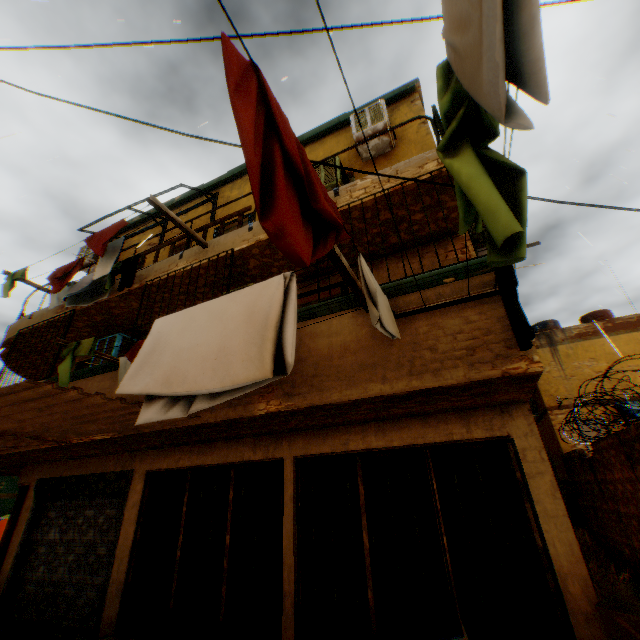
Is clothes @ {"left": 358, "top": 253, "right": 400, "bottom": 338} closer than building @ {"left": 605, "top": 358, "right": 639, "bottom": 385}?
Yes

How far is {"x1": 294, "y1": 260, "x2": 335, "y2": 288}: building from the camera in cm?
619

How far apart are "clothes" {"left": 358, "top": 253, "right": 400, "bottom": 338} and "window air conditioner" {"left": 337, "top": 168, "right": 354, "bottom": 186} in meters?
3.9 m

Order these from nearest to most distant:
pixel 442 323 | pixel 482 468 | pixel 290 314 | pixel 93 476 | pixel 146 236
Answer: pixel 290 314 < pixel 442 323 < pixel 482 468 < pixel 93 476 < pixel 146 236

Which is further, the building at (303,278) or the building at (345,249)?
the building at (303,278)

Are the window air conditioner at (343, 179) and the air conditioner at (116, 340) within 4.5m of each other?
no

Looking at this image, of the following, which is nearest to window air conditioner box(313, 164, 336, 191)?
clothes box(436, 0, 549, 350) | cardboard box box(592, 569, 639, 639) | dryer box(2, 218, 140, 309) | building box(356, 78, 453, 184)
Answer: building box(356, 78, 453, 184)

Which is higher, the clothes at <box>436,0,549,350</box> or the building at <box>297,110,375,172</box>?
the building at <box>297,110,375,172</box>
